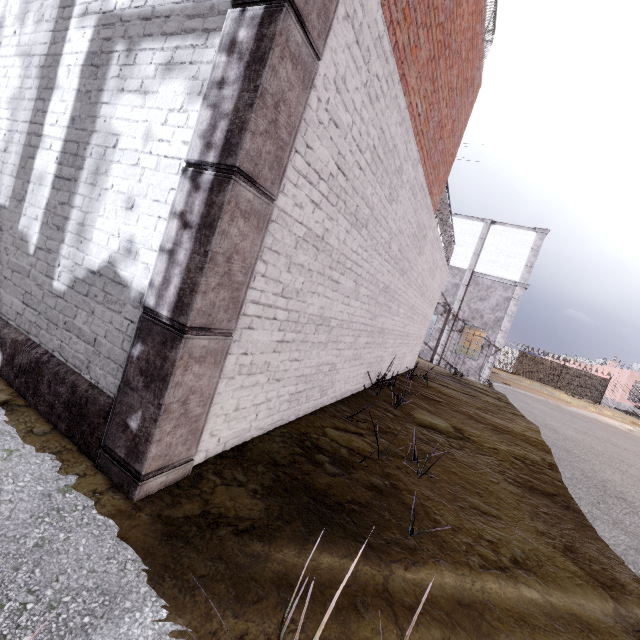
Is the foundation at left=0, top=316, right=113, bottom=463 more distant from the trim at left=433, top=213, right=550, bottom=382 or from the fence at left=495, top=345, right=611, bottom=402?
the trim at left=433, top=213, right=550, bottom=382

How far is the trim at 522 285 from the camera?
18.5m

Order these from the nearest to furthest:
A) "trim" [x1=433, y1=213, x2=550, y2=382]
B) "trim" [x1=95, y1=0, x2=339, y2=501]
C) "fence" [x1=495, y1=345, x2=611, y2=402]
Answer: "trim" [x1=95, y1=0, x2=339, y2=501]
"trim" [x1=433, y1=213, x2=550, y2=382]
"fence" [x1=495, y1=345, x2=611, y2=402]

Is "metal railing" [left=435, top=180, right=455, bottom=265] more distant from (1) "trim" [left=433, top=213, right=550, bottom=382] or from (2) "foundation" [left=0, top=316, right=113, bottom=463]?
(1) "trim" [left=433, top=213, right=550, bottom=382]

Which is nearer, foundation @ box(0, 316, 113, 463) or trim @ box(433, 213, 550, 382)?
foundation @ box(0, 316, 113, 463)

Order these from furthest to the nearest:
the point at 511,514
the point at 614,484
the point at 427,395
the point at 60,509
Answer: the point at 427,395, the point at 614,484, the point at 511,514, the point at 60,509

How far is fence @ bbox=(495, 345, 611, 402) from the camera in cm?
3381

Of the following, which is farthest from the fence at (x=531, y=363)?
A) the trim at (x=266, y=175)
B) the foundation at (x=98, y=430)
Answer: the trim at (x=266, y=175)
